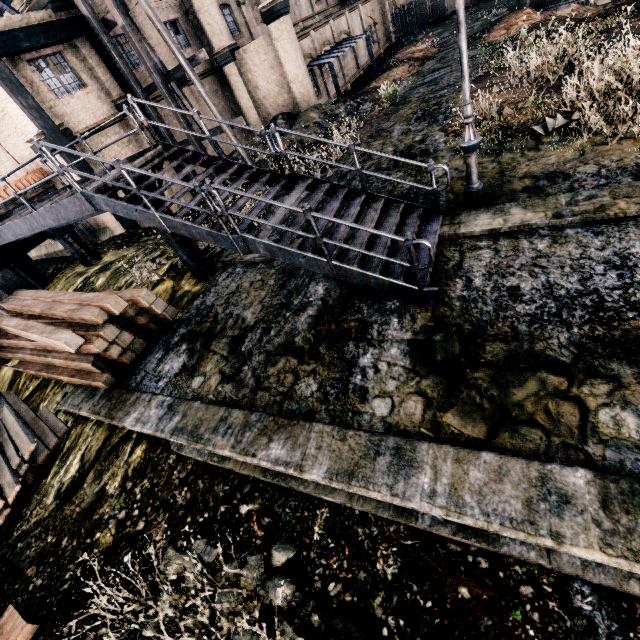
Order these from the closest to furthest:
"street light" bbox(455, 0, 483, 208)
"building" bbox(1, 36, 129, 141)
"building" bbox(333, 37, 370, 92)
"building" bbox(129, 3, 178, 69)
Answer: "street light" bbox(455, 0, 483, 208) → "building" bbox(1, 36, 129, 141) → "building" bbox(129, 3, 178, 69) → "building" bbox(333, 37, 370, 92)

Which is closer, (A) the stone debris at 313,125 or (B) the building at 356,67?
(A) the stone debris at 313,125

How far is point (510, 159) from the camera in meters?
9.1 m

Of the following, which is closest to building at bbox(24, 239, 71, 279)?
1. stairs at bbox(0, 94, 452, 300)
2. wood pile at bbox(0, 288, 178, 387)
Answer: stairs at bbox(0, 94, 452, 300)

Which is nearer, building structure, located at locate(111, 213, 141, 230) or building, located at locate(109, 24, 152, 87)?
building structure, located at locate(111, 213, 141, 230)

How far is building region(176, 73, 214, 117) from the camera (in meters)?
20.85

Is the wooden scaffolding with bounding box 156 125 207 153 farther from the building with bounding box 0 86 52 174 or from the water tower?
the water tower

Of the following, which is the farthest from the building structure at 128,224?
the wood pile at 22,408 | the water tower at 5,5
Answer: the water tower at 5,5
